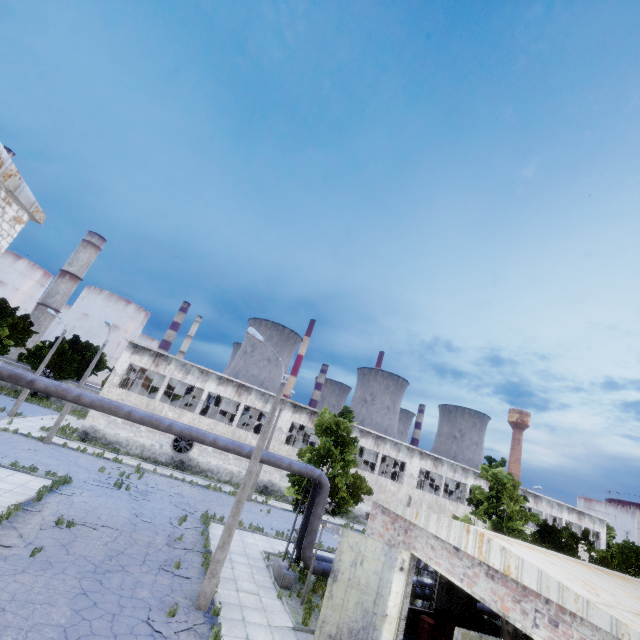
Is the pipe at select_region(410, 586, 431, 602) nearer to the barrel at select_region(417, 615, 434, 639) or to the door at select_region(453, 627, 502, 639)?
the barrel at select_region(417, 615, 434, 639)

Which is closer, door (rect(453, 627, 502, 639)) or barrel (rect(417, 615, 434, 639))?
door (rect(453, 627, 502, 639))

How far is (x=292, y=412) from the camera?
36.69m

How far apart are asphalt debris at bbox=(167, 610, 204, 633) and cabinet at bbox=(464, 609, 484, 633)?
12.0 meters

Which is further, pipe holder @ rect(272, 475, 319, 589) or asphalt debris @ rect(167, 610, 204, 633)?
pipe holder @ rect(272, 475, 319, 589)

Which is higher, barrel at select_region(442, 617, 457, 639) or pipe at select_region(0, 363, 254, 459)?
pipe at select_region(0, 363, 254, 459)

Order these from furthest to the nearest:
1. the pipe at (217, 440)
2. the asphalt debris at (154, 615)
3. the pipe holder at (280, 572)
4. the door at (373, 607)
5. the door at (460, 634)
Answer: the pipe holder at (280, 572), the pipe at (217, 440), the door at (373, 607), the asphalt debris at (154, 615), the door at (460, 634)

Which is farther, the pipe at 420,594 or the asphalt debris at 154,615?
the pipe at 420,594
